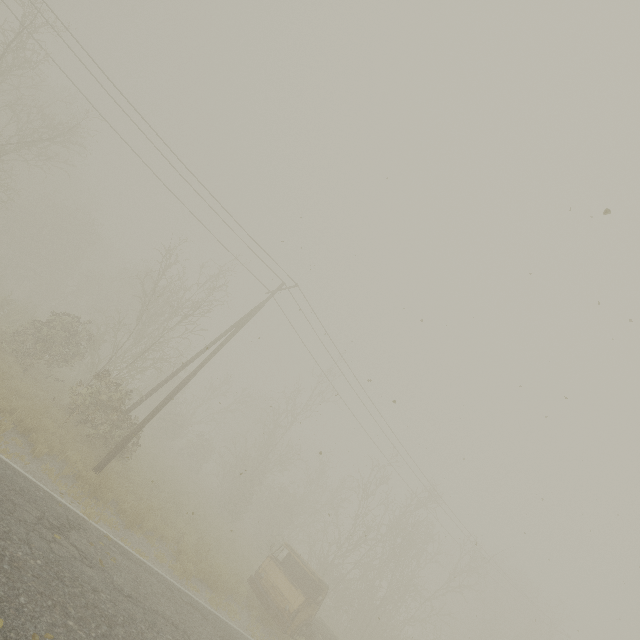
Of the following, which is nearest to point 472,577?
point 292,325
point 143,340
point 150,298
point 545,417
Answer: point 292,325
